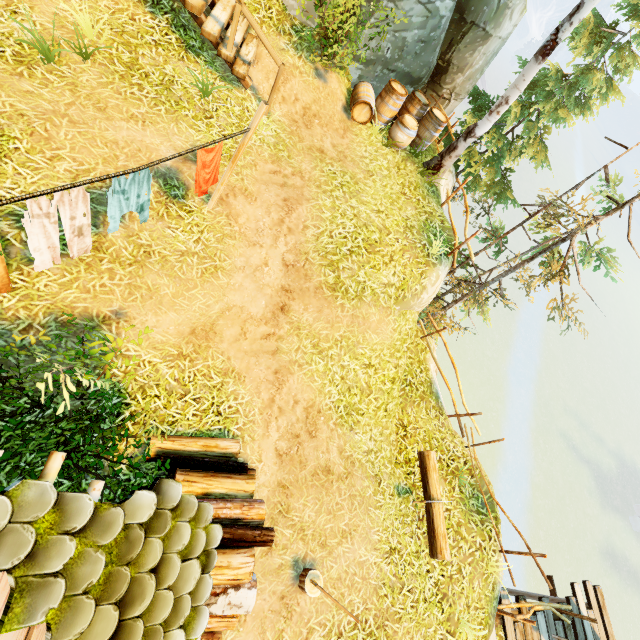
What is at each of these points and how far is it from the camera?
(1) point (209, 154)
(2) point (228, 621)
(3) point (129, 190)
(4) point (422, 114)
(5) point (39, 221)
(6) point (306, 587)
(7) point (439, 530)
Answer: (1) linen, 4.4 meters
(2) log, 3.9 meters
(3) linen, 3.8 meters
(4) barrel, 9.3 meters
(5) linen, 3.2 meters
(6) log, 5.1 meters
(7) log, 6.8 meters

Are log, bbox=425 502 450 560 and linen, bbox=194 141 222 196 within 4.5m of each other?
no

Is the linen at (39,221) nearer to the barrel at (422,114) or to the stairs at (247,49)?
the stairs at (247,49)

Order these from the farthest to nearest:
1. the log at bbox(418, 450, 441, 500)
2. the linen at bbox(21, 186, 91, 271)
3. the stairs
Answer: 1. the log at bbox(418, 450, 441, 500)
2. the stairs
3. the linen at bbox(21, 186, 91, 271)

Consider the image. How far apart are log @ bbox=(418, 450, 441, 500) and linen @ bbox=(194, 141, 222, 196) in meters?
7.1

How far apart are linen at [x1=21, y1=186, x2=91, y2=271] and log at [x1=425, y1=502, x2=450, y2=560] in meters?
7.6 m

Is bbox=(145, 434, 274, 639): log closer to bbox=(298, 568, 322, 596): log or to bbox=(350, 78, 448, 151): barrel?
bbox=(298, 568, 322, 596): log

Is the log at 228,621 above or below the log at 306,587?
above
